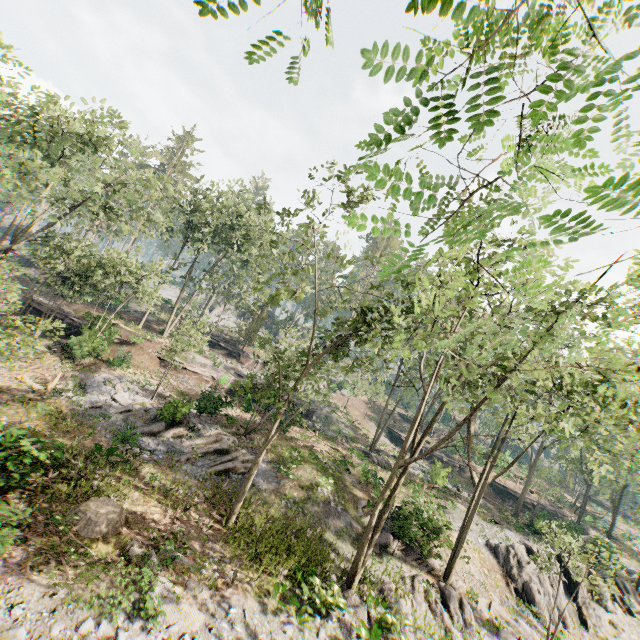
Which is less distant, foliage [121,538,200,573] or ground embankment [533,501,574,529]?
foliage [121,538,200,573]

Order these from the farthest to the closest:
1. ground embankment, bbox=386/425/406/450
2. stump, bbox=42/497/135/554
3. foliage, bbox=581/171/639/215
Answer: ground embankment, bbox=386/425/406/450 < stump, bbox=42/497/135/554 < foliage, bbox=581/171/639/215

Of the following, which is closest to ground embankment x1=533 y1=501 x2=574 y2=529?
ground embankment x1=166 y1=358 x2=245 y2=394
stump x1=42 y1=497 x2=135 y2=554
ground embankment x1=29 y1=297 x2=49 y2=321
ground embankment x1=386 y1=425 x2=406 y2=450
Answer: ground embankment x1=386 y1=425 x2=406 y2=450

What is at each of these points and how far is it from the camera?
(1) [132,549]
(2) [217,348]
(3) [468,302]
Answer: (1) foliage, 11.33m
(2) ground embankment, 43.50m
(3) foliage, 14.66m

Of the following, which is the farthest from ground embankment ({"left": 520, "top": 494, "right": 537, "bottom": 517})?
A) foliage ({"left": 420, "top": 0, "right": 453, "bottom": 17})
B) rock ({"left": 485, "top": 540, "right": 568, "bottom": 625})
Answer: rock ({"left": 485, "top": 540, "right": 568, "bottom": 625})

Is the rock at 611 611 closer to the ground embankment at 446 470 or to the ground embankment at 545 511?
the ground embankment at 545 511

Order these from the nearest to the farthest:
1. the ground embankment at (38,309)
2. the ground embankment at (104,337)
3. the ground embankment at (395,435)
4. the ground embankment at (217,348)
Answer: the ground embankment at (104,337) < the ground embankment at (38,309) < the ground embankment at (217,348) < the ground embankment at (395,435)

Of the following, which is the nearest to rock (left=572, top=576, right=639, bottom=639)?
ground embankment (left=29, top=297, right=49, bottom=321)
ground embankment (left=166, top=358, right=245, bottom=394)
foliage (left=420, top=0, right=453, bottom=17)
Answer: foliage (left=420, top=0, right=453, bottom=17)
